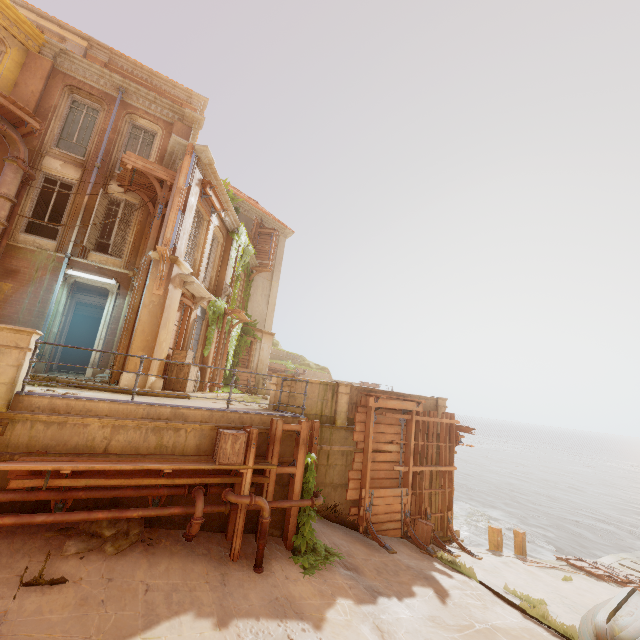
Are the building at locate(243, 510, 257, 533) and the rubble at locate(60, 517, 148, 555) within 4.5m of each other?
yes

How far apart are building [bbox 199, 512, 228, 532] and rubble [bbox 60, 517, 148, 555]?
0.01m

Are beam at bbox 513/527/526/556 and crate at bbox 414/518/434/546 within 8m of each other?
yes

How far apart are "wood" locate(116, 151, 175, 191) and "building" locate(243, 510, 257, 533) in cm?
1086

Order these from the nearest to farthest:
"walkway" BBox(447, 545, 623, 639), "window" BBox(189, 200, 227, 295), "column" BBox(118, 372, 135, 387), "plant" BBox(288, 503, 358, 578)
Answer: "plant" BBox(288, 503, 358, 578)
"walkway" BBox(447, 545, 623, 639)
"column" BBox(118, 372, 135, 387)
"window" BBox(189, 200, 227, 295)

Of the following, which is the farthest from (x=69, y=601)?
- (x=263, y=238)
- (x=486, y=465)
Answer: (x=486, y=465)

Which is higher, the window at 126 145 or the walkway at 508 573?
the window at 126 145

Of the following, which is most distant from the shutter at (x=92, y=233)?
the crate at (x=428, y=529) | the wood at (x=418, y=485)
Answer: the crate at (x=428, y=529)
